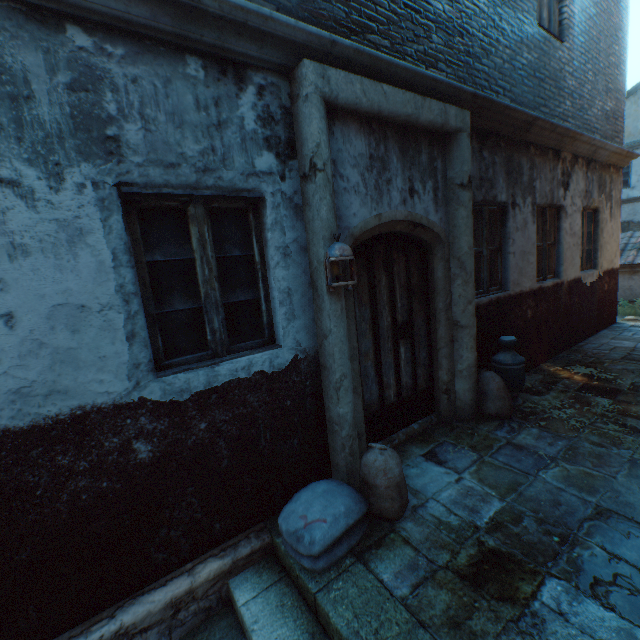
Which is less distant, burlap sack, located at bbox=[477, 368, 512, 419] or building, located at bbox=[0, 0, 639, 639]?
building, located at bbox=[0, 0, 639, 639]

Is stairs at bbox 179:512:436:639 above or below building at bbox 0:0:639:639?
below

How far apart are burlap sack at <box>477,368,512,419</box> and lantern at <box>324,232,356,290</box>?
1.38m

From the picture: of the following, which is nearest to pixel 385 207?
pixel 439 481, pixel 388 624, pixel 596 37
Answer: pixel 439 481

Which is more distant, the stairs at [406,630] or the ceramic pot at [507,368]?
the ceramic pot at [507,368]

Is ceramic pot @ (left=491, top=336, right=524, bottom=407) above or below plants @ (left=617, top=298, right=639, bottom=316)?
above

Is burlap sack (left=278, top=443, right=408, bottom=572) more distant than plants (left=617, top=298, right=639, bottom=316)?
No

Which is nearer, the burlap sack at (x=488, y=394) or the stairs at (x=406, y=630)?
the stairs at (x=406, y=630)
